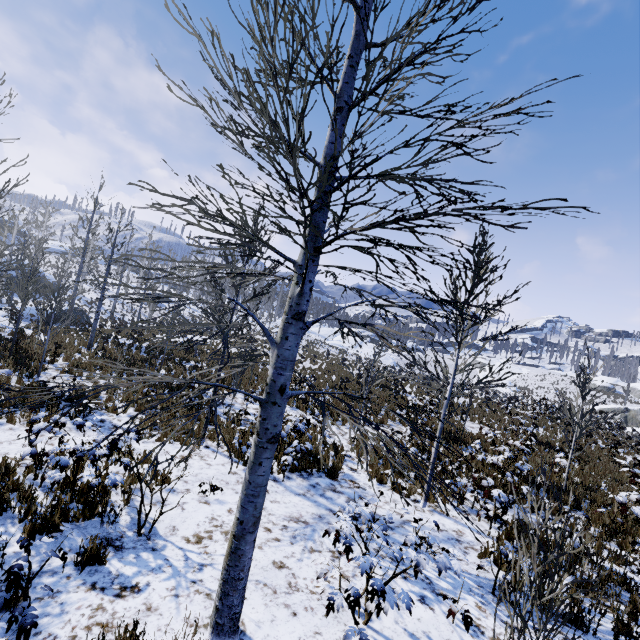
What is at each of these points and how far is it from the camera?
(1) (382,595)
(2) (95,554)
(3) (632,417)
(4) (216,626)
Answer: (1) instancedfoliageactor, 3.39m
(2) instancedfoliageactor, 4.31m
(3) rock, 41.38m
(4) instancedfoliageactor, 3.43m

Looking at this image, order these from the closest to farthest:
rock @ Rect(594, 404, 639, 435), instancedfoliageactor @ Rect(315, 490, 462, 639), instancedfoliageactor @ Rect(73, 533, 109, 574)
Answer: instancedfoliageactor @ Rect(315, 490, 462, 639) → instancedfoliageactor @ Rect(73, 533, 109, 574) → rock @ Rect(594, 404, 639, 435)

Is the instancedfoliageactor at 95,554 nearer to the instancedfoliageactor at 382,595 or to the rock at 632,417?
the instancedfoliageactor at 382,595

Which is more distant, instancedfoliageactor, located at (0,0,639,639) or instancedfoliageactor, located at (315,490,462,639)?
instancedfoliageactor, located at (315,490,462,639)

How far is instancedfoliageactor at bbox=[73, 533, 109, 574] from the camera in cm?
410

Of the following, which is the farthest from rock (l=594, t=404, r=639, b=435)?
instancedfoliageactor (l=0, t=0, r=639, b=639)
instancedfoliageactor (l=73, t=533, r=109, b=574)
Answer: instancedfoliageactor (l=0, t=0, r=639, b=639)

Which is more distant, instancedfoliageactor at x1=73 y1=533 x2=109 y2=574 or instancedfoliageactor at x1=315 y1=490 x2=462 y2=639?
instancedfoliageactor at x1=73 y1=533 x2=109 y2=574
